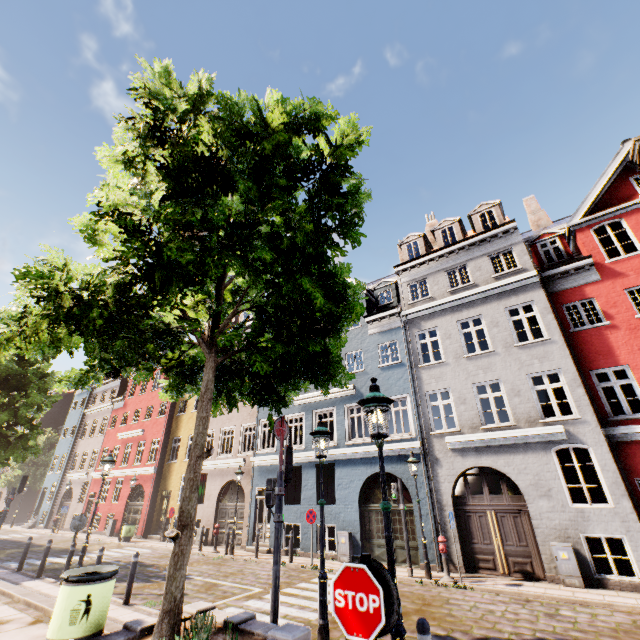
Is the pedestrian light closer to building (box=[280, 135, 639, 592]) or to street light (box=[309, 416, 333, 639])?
street light (box=[309, 416, 333, 639])

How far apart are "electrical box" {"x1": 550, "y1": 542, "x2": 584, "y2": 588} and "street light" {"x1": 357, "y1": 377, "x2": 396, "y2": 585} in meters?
9.7 m

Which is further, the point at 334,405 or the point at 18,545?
the point at 18,545

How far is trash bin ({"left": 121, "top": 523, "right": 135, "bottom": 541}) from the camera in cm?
2017

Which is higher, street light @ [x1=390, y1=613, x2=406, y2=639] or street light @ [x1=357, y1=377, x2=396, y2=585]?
street light @ [x1=357, y1=377, x2=396, y2=585]

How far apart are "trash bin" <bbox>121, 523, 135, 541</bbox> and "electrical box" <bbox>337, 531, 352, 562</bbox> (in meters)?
15.00

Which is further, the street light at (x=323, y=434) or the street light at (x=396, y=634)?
the street light at (x=323, y=434)

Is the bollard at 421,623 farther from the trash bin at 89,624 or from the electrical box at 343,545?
the electrical box at 343,545
